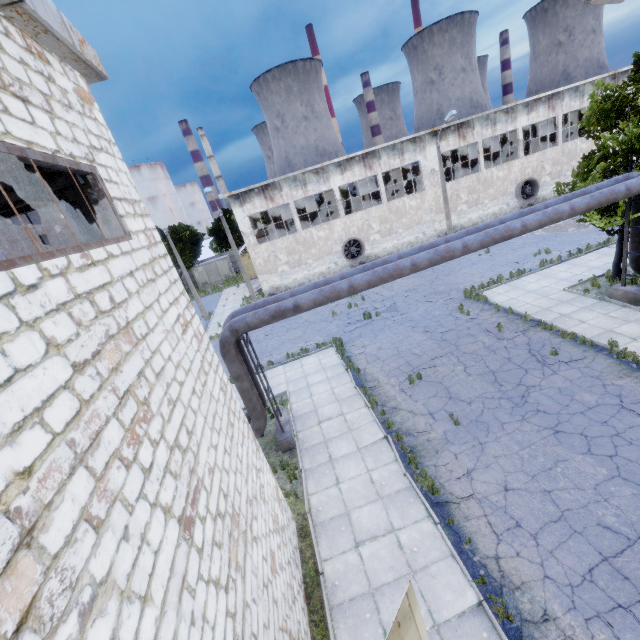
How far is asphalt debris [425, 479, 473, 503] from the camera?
8.35m

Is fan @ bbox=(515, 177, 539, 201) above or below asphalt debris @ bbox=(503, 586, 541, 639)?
above

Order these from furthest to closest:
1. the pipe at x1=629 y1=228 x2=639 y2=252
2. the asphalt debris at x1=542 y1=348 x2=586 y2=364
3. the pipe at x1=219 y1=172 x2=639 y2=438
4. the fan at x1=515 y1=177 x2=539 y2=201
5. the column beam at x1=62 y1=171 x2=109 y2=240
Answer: the fan at x1=515 y1=177 x2=539 y2=201, the pipe at x1=629 y1=228 x2=639 y2=252, the asphalt debris at x1=542 y1=348 x2=586 y2=364, the pipe at x1=219 y1=172 x2=639 y2=438, the column beam at x1=62 y1=171 x2=109 y2=240

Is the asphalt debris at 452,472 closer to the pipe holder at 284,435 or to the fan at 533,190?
the pipe holder at 284,435

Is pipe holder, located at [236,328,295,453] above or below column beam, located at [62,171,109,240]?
below

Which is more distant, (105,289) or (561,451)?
(561,451)

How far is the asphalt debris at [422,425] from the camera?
10.77m

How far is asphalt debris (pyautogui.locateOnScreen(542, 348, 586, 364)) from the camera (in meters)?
11.70
